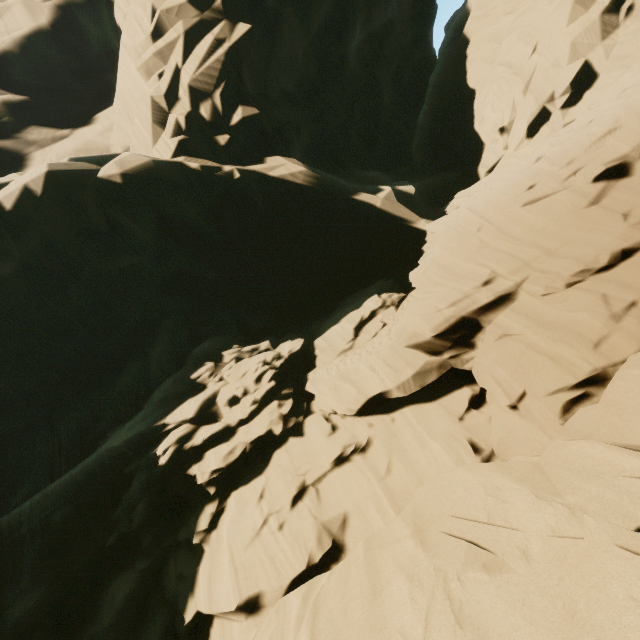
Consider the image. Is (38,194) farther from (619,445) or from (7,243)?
(619,445)
